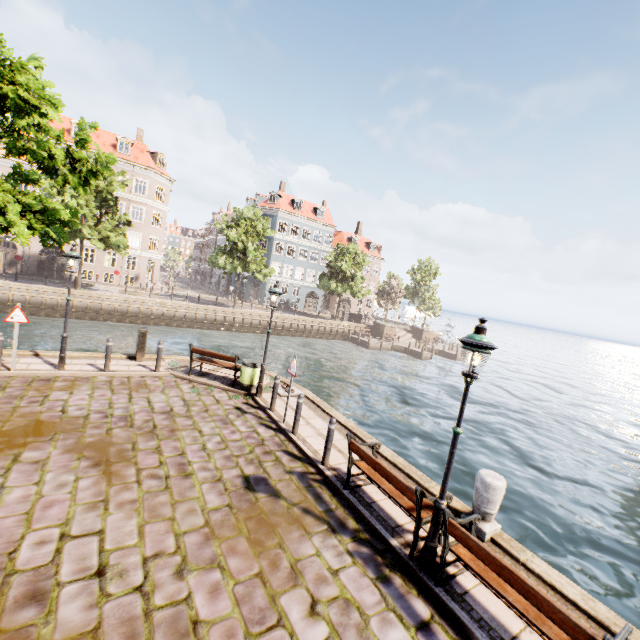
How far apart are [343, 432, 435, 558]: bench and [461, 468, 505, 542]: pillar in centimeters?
85cm

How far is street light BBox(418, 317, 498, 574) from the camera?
4.4m

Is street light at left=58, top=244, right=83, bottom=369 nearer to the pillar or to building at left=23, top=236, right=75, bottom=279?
the pillar

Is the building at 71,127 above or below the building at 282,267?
above

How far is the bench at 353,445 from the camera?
5.0 meters

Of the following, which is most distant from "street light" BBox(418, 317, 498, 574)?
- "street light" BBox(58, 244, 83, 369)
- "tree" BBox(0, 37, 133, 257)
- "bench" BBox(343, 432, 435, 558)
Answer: "tree" BBox(0, 37, 133, 257)

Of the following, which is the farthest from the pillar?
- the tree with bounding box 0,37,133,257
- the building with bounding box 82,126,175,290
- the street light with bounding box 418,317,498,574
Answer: the building with bounding box 82,126,175,290

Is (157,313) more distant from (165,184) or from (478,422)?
(478,422)
